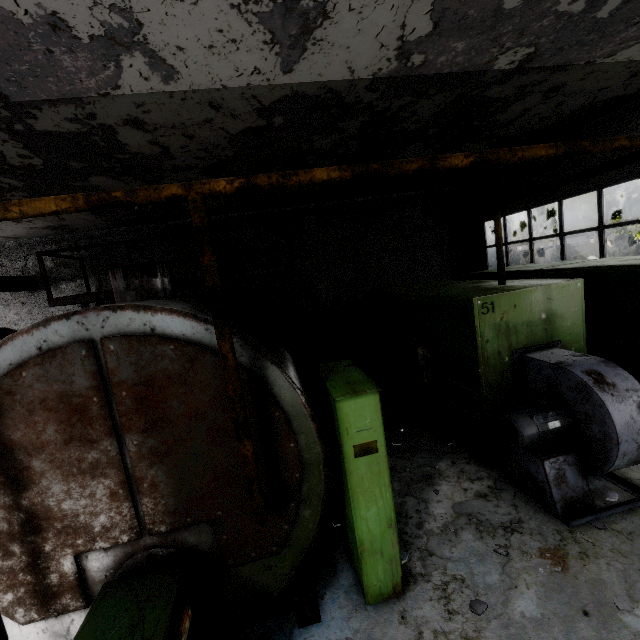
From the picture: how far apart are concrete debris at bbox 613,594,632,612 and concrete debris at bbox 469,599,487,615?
1.3m

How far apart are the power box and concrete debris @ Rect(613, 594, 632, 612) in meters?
2.1 m

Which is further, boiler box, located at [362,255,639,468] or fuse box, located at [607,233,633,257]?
fuse box, located at [607,233,633,257]

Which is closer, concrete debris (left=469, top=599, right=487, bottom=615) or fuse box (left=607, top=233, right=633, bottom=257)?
concrete debris (left=469, top=599, right=487, bottom=615)

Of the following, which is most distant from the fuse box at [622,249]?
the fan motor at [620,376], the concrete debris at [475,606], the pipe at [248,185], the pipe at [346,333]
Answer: the concrete debris at [475,606]

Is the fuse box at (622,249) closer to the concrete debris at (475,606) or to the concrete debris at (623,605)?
the concrete debris at (623,605)

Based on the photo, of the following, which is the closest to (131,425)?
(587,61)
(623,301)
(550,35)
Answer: (550,35)

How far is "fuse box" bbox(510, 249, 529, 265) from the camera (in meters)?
17.39
